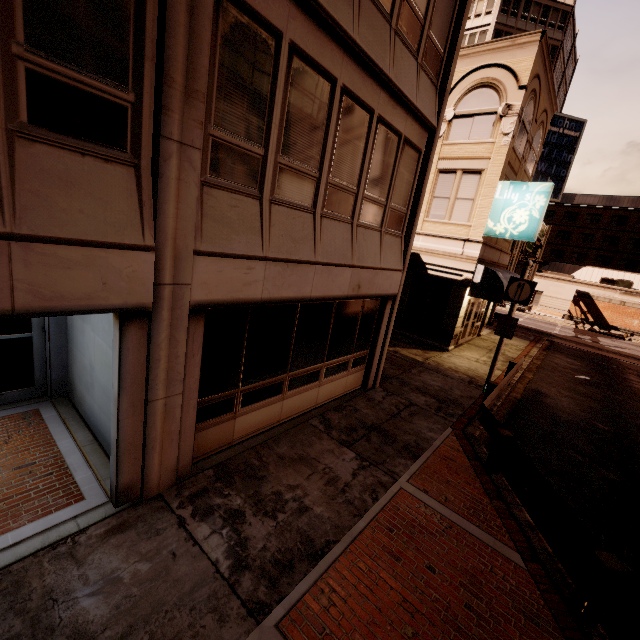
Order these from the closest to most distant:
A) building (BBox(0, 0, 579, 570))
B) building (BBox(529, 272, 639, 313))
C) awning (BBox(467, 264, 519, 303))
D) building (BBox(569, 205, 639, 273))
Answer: building (BBox(0, 0, 579, 570)), awning (BBox(467, 264, 519, 303)), building (BBox(529, 272, 639, 313)), building (BBox(569, 205, 639, 273))

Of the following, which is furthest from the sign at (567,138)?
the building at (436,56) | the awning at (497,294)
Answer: the building at (436,56)

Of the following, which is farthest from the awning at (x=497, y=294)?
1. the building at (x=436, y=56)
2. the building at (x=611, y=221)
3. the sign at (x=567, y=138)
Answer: the building at (x=611, y=221)

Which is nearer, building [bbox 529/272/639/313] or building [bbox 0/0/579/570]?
building [bbox 0/0/579/570]

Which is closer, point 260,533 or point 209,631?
point 209,631

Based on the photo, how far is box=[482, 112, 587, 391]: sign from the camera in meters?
10.8 m

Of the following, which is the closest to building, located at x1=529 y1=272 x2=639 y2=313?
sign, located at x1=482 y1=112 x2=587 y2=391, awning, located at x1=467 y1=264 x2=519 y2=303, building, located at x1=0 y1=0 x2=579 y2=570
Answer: A: sign, located at x1=482 y1=112 x2=587 y2=391
